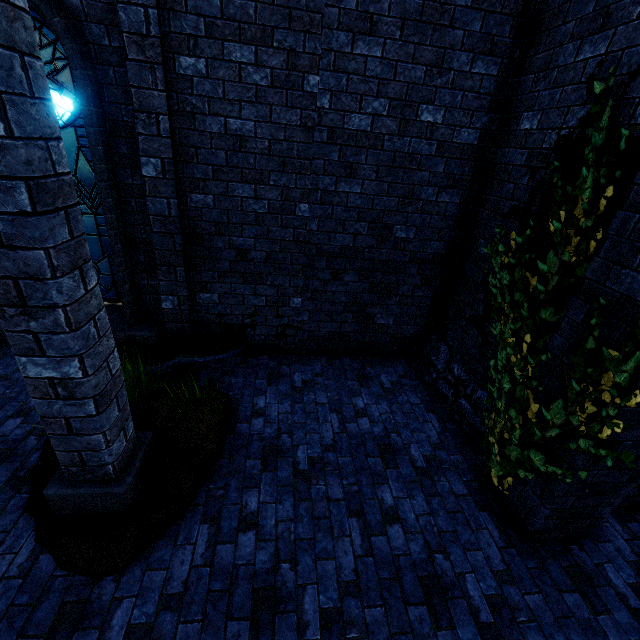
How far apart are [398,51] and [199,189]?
3.0m

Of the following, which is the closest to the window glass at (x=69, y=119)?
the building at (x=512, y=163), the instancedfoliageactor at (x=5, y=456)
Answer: the building at (x=512, y=163)

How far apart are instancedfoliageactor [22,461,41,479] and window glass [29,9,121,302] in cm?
268

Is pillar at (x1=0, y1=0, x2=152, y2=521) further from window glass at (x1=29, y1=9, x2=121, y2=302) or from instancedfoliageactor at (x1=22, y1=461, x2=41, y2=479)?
window glass at (x1=29, y1=9, x2=121, y2=302)

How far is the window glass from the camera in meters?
3.9

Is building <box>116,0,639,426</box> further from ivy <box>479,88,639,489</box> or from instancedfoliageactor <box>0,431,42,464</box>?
instancedfoliageactor <box>0,431,42,464</box>

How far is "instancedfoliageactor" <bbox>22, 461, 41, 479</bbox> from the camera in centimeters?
340cm

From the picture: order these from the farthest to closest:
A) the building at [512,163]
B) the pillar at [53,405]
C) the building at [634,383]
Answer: the building at [512,163] < the building at [634,383] < the pillar at [53,405]
